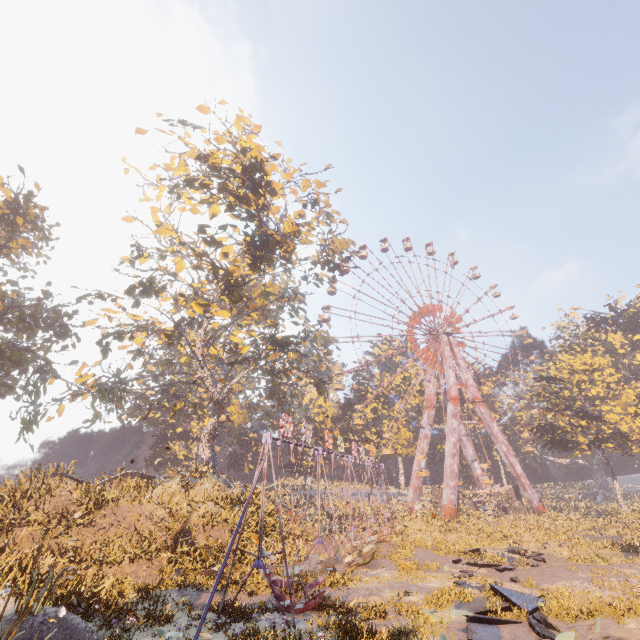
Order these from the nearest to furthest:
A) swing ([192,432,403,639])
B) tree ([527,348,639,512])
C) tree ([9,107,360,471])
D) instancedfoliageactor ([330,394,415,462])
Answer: swing ([192,432,403,639]), tree ([9,107,360,471]), tree ([527,348,639,512]), instancedfoliageactor ([330,394,415,462])

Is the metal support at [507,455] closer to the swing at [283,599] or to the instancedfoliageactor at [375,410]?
the instancedfoliageactor at [375,410]

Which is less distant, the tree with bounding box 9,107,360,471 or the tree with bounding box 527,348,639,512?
the tree with bounding box 9,107,360,471

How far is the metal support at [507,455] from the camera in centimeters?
4084cm

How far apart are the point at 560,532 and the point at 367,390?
31.3m

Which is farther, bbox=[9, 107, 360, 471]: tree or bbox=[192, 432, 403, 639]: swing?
bbox=[9, 107, 360, 471]: tree

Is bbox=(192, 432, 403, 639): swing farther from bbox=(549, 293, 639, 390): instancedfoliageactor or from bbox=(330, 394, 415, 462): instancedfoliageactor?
bbox=(549, 293, 639, 390): instancedfoliageactor

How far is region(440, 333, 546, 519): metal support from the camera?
40.8m
